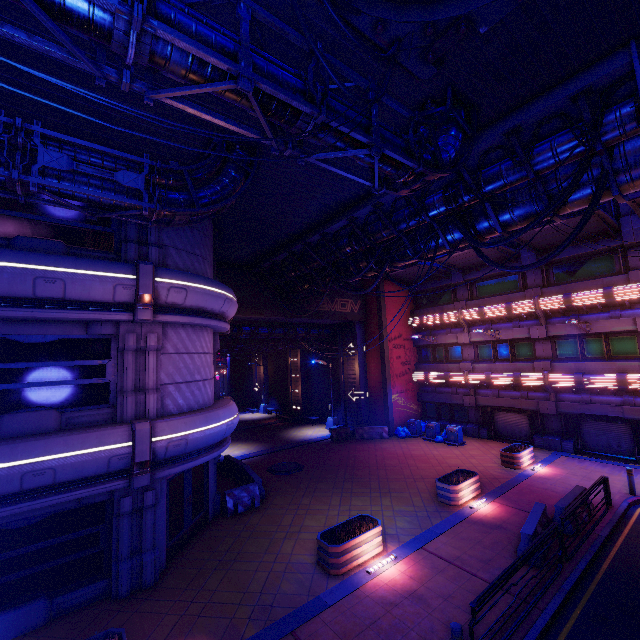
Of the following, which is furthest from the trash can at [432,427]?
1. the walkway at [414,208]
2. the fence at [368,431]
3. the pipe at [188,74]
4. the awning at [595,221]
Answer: the pipe at [188,74]

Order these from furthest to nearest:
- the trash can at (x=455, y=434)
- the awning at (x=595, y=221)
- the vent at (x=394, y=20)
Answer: the trash can at (x=455, y=434)
the awning at (x=595, y=221)
the vent at (x=394, y=20)

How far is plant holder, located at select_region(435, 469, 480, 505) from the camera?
13.18m

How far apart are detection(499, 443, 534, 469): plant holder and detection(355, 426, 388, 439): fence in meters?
8.2 m

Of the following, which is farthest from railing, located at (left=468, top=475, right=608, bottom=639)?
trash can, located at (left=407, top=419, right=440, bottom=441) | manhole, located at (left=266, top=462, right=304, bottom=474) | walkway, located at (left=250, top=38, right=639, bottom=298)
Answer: trash can, located at (left=407, top=419, right=440, bottom=441)

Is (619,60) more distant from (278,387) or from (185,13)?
(278,387)

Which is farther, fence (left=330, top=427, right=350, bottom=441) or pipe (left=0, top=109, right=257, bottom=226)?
fence (left=330, top=427, right=350, bottom=441)

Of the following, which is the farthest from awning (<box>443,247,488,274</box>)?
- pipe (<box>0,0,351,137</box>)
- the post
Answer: the post
